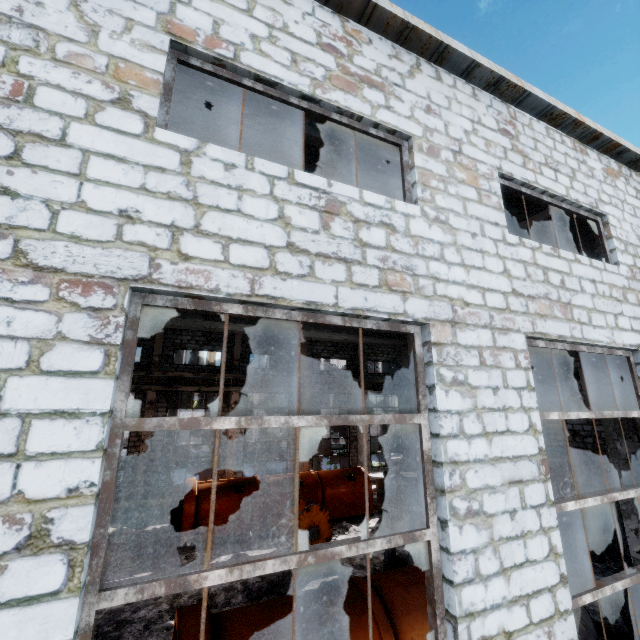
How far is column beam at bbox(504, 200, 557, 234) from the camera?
7.7m

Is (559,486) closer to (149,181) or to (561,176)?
(561,176)

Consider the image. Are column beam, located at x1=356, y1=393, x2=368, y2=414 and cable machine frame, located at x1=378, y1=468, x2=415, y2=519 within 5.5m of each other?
yes

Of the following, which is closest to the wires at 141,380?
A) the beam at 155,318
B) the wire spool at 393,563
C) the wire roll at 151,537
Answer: the beam at 155,318

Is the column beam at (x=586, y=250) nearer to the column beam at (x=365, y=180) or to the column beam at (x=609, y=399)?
the column beam at (x=609, y=399)

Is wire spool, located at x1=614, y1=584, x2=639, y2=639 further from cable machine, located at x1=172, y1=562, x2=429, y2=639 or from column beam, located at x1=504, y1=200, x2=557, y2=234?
column beam, located at x1=504, y1=200, x2=557, y2=234

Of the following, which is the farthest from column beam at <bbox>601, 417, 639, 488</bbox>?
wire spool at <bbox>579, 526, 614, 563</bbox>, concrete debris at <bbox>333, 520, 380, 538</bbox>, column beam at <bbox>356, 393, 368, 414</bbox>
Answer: column beam at <bbox>356, 393, 368, 414</bbox>

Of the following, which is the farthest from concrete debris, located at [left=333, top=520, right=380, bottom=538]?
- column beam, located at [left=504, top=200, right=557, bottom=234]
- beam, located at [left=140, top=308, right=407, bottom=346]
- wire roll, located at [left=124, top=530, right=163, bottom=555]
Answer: beam, located at [left=140, top=308, right=407, bottom=346]
